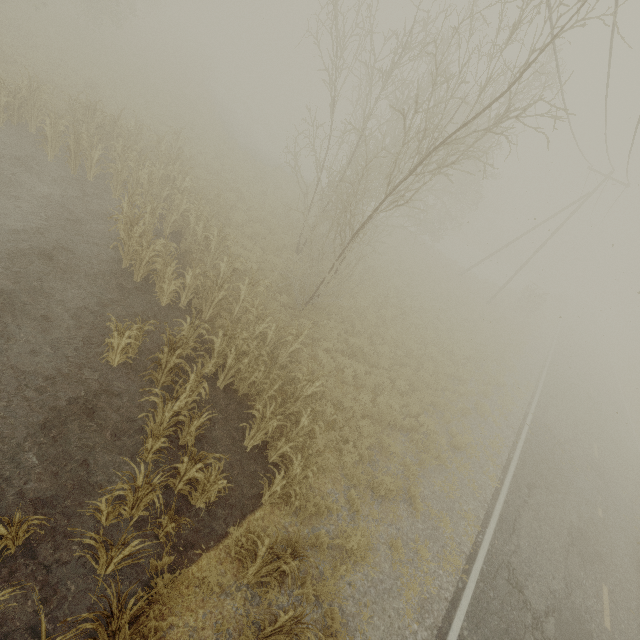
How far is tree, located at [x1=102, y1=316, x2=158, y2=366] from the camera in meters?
6.8 m

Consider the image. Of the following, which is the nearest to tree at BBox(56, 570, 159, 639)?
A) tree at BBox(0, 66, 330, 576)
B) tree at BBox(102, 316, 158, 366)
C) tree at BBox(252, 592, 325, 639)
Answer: tree at BBox(252, 592, 325, 639)

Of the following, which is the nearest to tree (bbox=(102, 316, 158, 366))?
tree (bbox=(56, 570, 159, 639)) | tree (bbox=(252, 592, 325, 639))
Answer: tree (bbox=(56, 570, 159, 639))

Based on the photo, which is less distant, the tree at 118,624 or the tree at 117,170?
the tree at 118,624

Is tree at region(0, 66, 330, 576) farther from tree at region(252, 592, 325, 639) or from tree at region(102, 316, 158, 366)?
tree at region(252, 592, 325, 639)

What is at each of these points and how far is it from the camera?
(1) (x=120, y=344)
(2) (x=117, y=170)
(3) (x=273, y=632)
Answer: (1) tree, 7.0 meters
(2) tree, 11.4 meters
(3) tree, 5.1 meters

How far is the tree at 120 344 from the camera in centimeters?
680cm
